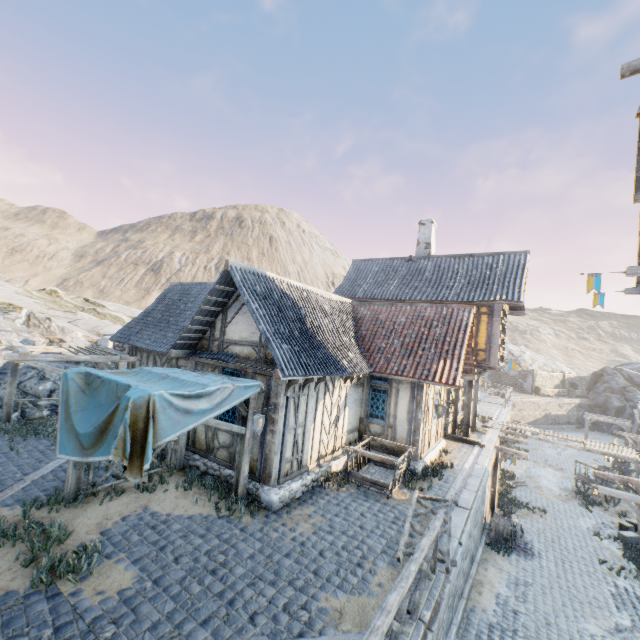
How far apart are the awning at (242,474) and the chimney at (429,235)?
14.4 meters

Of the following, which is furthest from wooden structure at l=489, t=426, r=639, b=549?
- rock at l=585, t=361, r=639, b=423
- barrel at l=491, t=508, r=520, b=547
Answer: rock at l=585, t=361, r=639, b=423

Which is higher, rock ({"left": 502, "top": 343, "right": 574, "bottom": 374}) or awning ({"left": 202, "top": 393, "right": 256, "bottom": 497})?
rock ({"left": 502, "top": 343, "right": 574, "bottom": 374})

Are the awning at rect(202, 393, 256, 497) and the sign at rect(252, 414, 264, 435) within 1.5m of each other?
yes

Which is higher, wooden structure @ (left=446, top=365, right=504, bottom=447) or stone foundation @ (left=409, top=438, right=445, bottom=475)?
wooden structure @ (left=446, top=365, right=504, bottom=447)

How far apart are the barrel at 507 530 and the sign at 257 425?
11.67m

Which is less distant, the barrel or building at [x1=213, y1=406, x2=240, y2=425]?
building at [x1=213, y1=406, x2=240, y2=425]

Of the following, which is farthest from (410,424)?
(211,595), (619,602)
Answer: (619,602)
